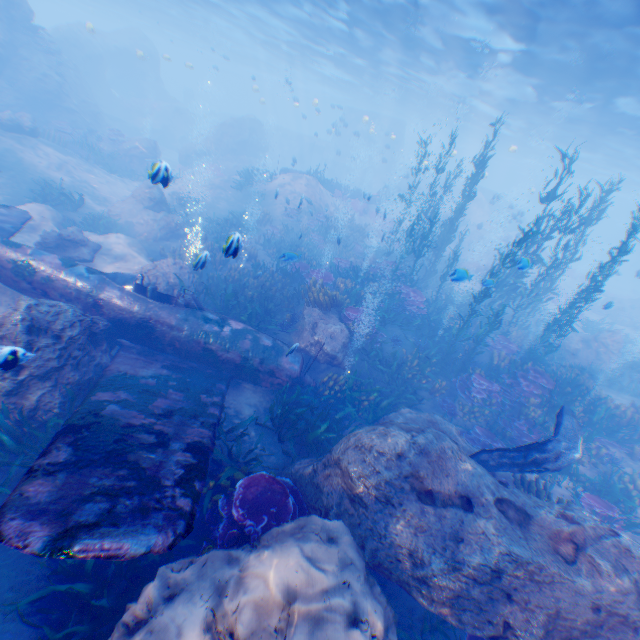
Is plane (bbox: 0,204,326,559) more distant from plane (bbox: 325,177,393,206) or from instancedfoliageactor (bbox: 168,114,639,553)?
plane (bbox: 325,177,393,206)

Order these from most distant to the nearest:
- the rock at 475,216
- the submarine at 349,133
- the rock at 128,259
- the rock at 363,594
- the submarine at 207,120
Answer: the submarine at 207,120 < the submarine at 349,133 < the rock at 475,216 < the rock at 128,259 < the rock at 363,594

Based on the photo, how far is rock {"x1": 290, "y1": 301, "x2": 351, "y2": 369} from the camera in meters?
10.6

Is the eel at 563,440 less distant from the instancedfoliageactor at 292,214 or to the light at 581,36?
the instancedfoliageactor at 292,214

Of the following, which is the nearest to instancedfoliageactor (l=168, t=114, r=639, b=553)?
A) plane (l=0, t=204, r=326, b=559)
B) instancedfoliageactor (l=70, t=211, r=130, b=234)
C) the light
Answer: plane (l=0, t=204, r=326, b=559)

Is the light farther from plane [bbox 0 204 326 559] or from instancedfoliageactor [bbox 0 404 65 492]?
plane [bbox 0 204 326 559]

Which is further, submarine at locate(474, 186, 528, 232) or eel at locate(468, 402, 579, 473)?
submarine at locate(474, 186, 528, 232)

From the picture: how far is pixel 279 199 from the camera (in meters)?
21.52
